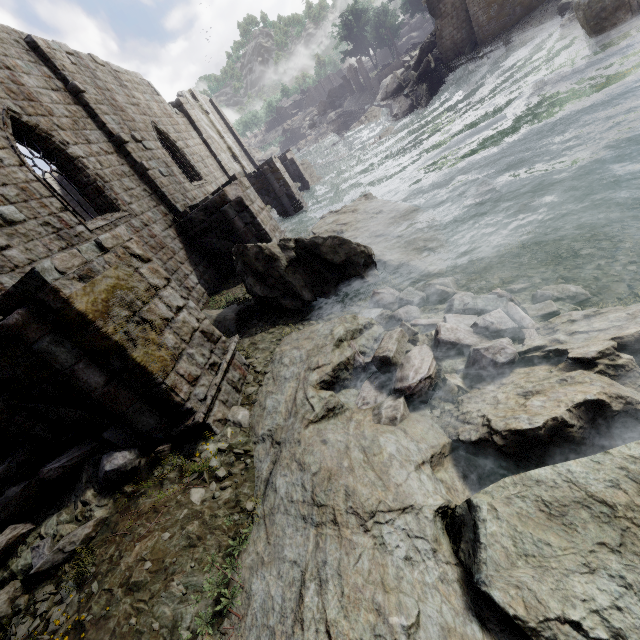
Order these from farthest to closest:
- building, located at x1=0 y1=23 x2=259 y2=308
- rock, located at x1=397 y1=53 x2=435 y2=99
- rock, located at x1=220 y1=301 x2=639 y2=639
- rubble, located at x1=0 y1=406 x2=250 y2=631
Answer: rock, located at x1=397 y1=53 x2=435 y2=99 → building, located at x1=0 y1=23 x2=259 y2=308 → rubble, located at x1=0 y1=406 x2=250 y2=631 → rock, located at x1=220 y1=301 x2=639 y2=639

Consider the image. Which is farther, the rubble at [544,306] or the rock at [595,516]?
the rubble at [544,306]

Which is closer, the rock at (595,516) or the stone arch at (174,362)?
the rock at (595,516)

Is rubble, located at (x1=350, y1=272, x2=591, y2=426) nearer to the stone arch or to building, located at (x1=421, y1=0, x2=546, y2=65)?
the stone arch

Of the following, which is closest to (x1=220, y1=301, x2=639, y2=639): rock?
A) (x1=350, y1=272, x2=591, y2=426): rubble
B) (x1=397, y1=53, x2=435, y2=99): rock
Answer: (x1=350, y1=272, x2=591, y2=426): rubble

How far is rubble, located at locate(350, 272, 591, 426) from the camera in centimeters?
486cm

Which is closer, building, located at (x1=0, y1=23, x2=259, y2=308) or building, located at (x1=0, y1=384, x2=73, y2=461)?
building, located at (x1=0, y1=384, x2=73, y2=461)

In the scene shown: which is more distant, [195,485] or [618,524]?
[195,485]
